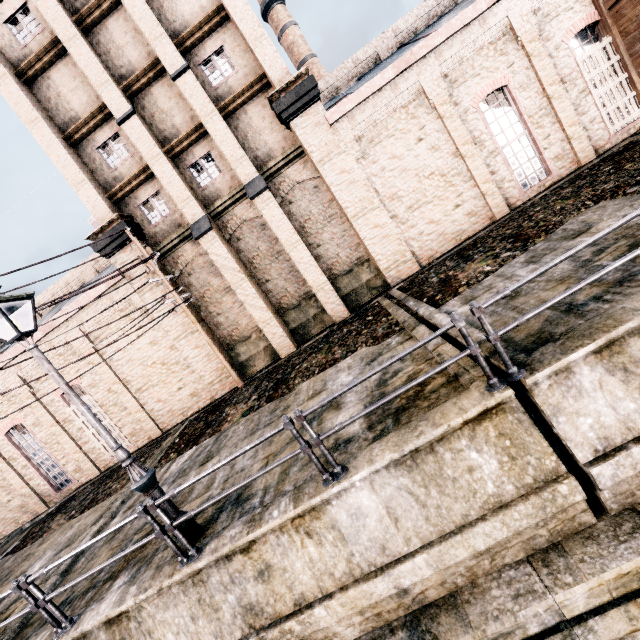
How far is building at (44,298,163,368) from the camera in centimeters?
1653cm

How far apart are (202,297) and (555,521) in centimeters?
1640cm

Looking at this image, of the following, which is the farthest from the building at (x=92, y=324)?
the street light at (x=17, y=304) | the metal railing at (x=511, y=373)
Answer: the metal railing at (x=511, y=373)

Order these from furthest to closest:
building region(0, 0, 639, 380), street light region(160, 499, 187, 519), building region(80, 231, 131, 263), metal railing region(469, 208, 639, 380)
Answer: building region(80, 231, 131, 263) < building region(0, 0, 639, 380) < street light region(160, 499, 187, 519) < metal railing region(469, 208, 639, 380)

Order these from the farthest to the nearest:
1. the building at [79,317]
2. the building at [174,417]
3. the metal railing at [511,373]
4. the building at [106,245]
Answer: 1. the building at [174,417]
2. the building at [79,317]
3. the building at [106,245]
4. the metal railing at [511,373]

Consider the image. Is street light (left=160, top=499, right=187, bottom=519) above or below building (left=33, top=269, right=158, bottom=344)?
below

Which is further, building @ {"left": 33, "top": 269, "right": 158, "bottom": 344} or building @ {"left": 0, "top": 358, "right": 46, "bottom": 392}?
building @ {"left": 0, "top": 358, "right": 46, "bottom": 392}
